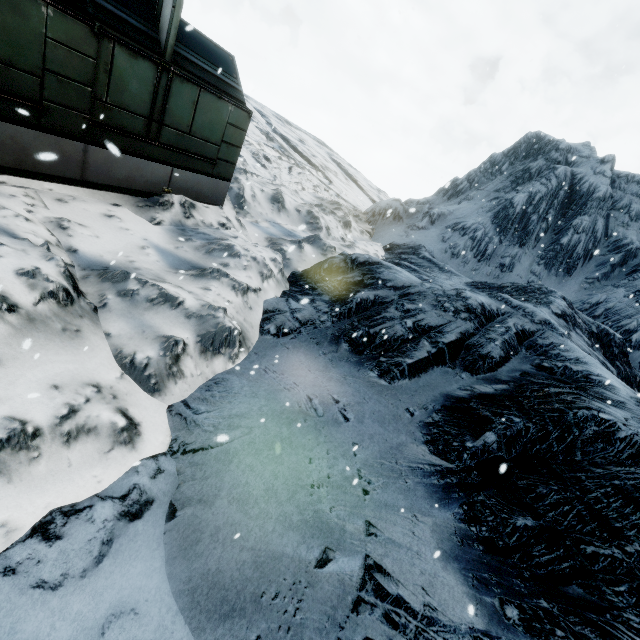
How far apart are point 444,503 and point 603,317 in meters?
17.3 m
